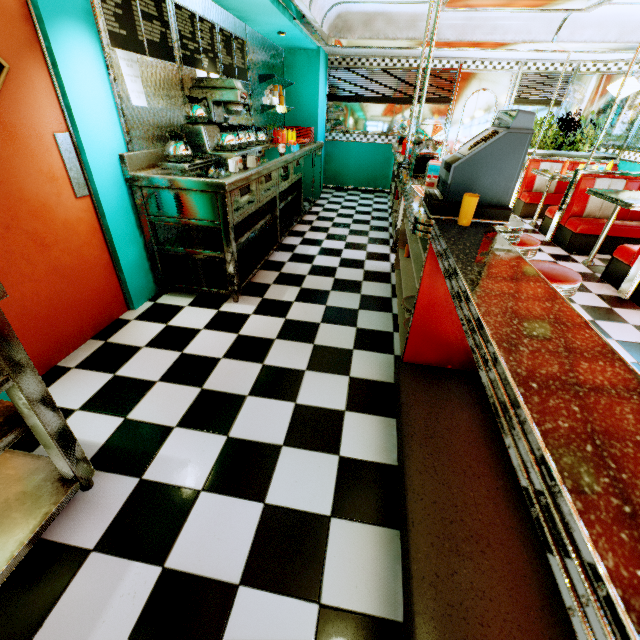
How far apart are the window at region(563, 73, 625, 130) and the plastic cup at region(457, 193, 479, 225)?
7.2m

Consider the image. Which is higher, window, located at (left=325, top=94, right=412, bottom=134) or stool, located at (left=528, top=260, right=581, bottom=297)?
window, located at (left=325, top=94, right=412, bottom=134)

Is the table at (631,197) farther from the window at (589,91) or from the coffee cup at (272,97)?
the coffee cup at (272,97)

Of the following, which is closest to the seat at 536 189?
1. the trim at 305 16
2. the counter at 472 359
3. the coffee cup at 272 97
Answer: the trim at 305 16

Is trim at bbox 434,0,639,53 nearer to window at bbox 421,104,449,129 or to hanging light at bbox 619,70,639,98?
hanging light at bbox 619,70,639,98

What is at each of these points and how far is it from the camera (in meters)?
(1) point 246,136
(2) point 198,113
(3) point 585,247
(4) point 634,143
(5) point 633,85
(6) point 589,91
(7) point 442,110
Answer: (1) coffee pot, 3.69
(2) coffee pot, 3.14
(3) seat, 4.84
(4) window, 5.93
(5) hanging light, 4.77
(6) window, 6.46
(7) window, 7.08

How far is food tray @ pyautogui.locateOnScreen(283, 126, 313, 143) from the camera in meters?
6.0 m

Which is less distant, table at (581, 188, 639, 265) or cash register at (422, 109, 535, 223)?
cash register at (422, 109, 535, 223)
